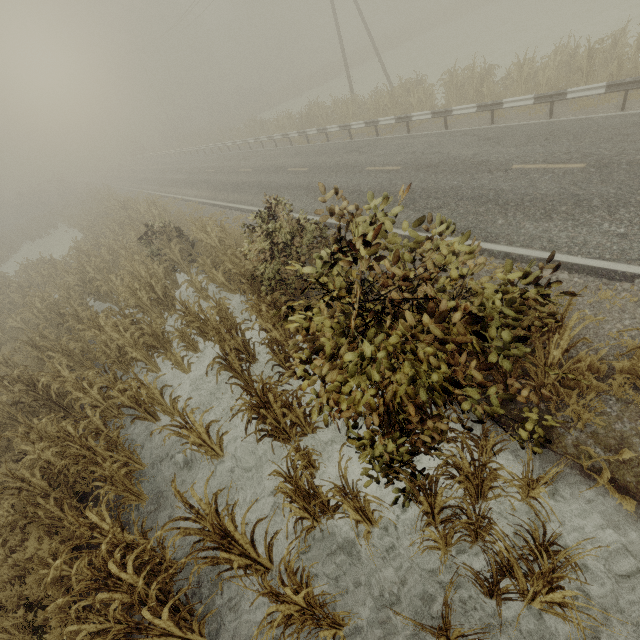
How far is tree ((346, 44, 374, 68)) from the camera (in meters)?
42.85

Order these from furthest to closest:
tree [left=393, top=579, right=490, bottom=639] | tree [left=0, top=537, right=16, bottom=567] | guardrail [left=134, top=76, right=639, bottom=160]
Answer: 1. guardrail [left=134, top=76, right=639, bottom=160]
2. tree [left=0, top=537, right=16, bottom=567]
3. tree [left=393, top=579, right=490, bottom=639]

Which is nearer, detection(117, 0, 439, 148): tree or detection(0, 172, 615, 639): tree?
detection(0, 172, 615, 639): tree

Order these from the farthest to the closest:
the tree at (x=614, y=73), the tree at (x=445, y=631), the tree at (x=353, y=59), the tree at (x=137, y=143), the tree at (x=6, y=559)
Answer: the tree at (x=137, y=143)
the tree at (x=353, y=59)
the tree at (x=614, y=73)
the tree at (x=6, y=559)
the tree at (x=445, y=631)

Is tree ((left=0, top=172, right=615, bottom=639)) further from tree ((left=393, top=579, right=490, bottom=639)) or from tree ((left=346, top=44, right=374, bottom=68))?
tree ((left=346, top=44, right=374, bottom=68))

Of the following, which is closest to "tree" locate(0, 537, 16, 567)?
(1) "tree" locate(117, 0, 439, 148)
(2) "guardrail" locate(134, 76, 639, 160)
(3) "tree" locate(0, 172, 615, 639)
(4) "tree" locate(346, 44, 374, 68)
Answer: (3) "tree" locate(0, 172, 615, 639)

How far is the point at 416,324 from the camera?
3.54m

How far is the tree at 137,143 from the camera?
54.78m
